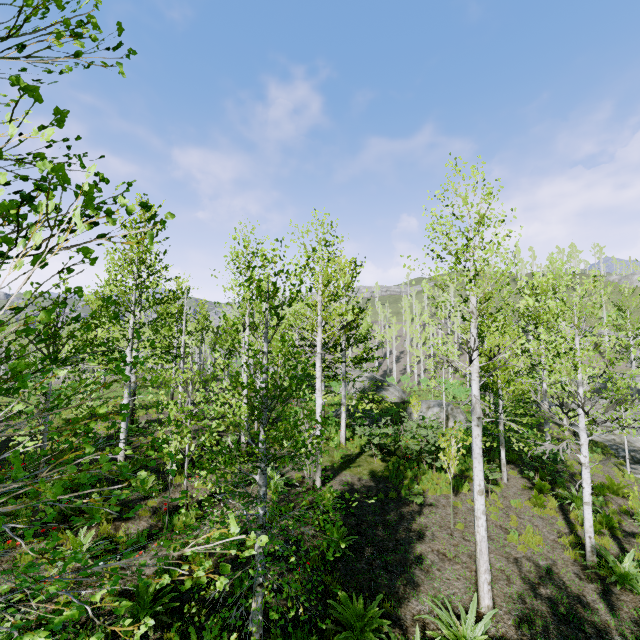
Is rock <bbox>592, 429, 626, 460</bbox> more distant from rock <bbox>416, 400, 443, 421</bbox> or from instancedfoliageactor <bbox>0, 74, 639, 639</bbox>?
rock <bbox>416, 400, 443, 421</bbox>

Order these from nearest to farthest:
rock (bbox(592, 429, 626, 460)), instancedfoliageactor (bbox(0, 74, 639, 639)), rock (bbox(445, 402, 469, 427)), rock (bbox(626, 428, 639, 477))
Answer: instancedfoliageactor (bbox(0, 74, 639, 639))
rock (bbox(626, 428, 639, 477))
rock (bbox(592, 429, 626, 460))
rock (bbox(445, 402, 469, 427))

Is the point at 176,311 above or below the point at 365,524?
above

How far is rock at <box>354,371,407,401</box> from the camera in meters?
28.5 m

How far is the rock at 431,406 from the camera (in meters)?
20.78

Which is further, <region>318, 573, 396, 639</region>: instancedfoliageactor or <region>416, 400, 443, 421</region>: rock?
<region>416, 400, 443, 421</region>: rock

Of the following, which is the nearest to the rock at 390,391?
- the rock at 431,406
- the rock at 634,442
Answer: the rock at 431,406

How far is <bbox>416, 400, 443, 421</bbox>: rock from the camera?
20.8m
